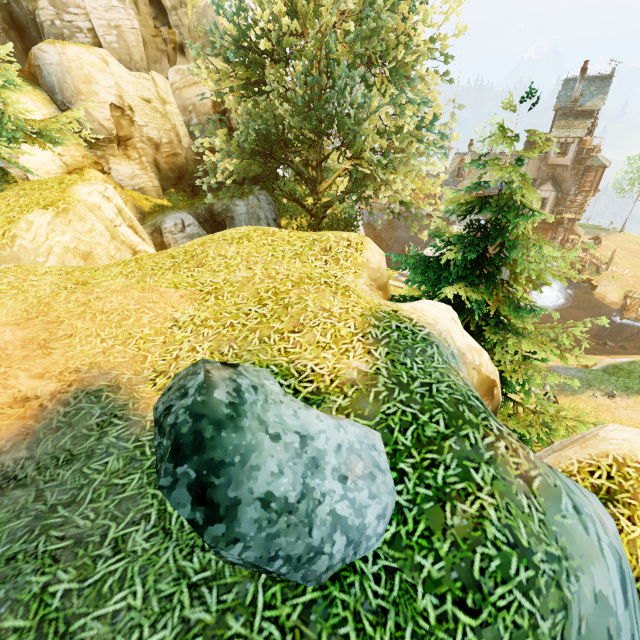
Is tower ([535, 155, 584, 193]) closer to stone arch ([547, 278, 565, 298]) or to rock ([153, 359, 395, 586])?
stone arch ([547, 278, 565, 298])

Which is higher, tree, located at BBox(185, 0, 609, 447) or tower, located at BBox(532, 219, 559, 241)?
tree, located at BBox(185, 0, 609, 447)

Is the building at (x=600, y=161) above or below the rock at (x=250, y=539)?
below

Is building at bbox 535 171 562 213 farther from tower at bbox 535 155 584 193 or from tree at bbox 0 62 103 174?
tree at bbox 0 62 103 174

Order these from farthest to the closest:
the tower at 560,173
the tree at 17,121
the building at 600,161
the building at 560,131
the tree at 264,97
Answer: Answer:
1. the building at 600,161
2. the tower at 560,173
3. the building at 560,131
4. the tree at 17,121
5. the tree at 264,97

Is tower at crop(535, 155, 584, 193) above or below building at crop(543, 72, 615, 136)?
below

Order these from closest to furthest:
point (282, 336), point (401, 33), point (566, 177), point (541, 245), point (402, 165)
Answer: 1. point (282, 336)
2. point (541, 245)
3. point (401, 33)
4. point (402, 165)
5. point (566, 177)

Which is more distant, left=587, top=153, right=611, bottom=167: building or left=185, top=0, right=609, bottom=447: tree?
left=587, top=153, right=611, bottom=167: building
